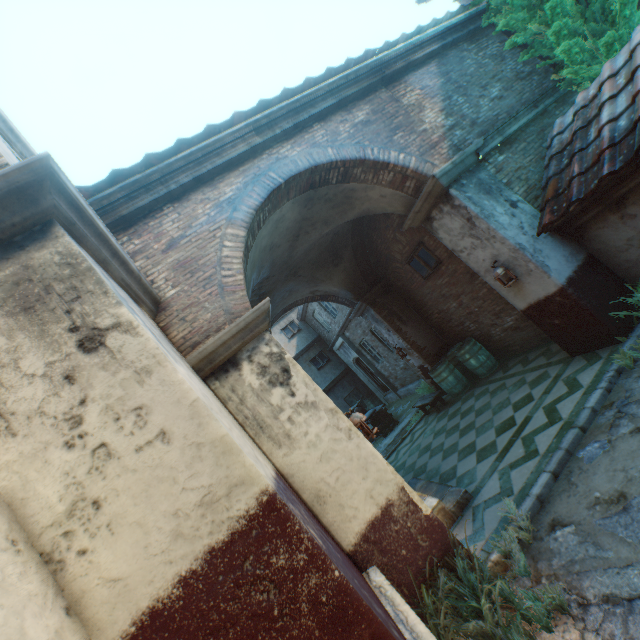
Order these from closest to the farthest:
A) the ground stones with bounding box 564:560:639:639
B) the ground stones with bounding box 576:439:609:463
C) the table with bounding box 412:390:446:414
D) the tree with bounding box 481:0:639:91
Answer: the ground stones with bounding box 564:560:639:639, the ground stones with bounding box 576:439:609:463, the tree with bounding box 481:0:639:91, the table with bounding box 412:390:446:414

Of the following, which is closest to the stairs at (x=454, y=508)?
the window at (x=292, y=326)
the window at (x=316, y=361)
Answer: the window at (x=316, y=361)

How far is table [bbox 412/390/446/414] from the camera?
9.19m

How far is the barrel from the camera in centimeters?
855cm

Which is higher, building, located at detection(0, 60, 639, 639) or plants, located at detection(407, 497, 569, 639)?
building, located at detection(0, 60, 639, 639)

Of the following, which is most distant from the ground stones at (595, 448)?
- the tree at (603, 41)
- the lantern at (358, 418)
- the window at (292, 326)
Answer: the window at (292, 326)

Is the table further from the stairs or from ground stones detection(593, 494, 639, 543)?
ground stones detection(593, 494, 639, 543)

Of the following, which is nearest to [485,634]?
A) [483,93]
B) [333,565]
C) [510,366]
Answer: [333,565]
